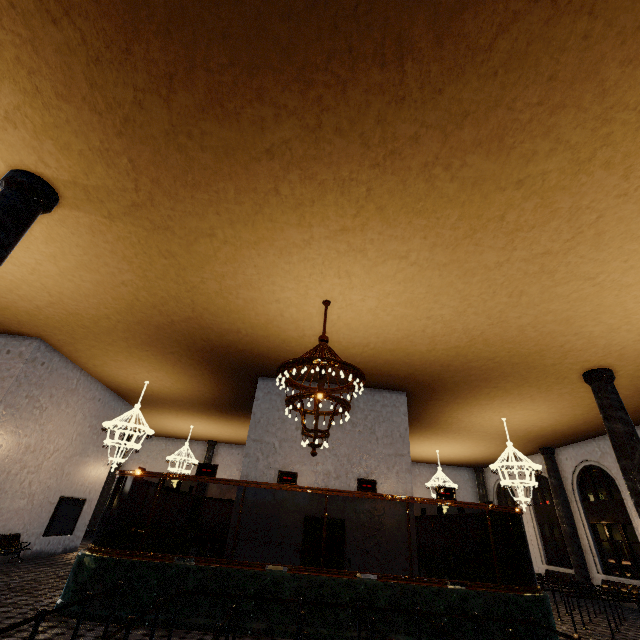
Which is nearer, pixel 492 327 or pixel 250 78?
pixel 250 78
